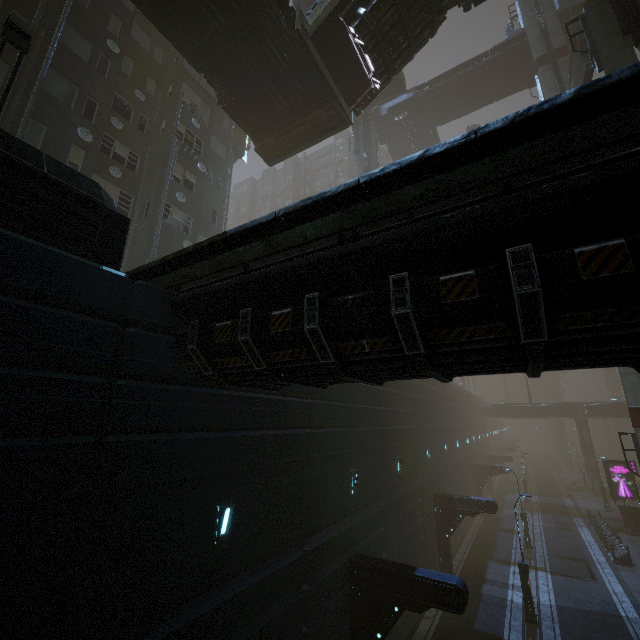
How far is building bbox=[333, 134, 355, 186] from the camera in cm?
5772

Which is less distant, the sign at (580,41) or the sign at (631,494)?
the sign at (580,41)

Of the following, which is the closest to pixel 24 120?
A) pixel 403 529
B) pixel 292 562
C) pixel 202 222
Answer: pixel 202 222

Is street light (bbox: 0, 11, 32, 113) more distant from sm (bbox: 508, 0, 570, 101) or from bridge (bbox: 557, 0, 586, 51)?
bridge (bbox: 557, 0, 586, 51)

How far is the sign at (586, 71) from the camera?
19.81m

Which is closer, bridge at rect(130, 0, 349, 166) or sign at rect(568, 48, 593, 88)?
bridge at rect(130, 0, 349, 166)

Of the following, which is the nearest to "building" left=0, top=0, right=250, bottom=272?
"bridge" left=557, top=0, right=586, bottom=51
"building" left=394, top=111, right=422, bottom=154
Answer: "bridge" left=557, top=0, right=586, bottom=51

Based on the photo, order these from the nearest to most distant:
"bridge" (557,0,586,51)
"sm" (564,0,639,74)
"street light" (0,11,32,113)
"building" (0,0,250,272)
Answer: "building" (0,0,250,272) < "street light" (0,11,32,113) < "sm" (564,0,639,74) < "bridge" (557,0,586,51)
